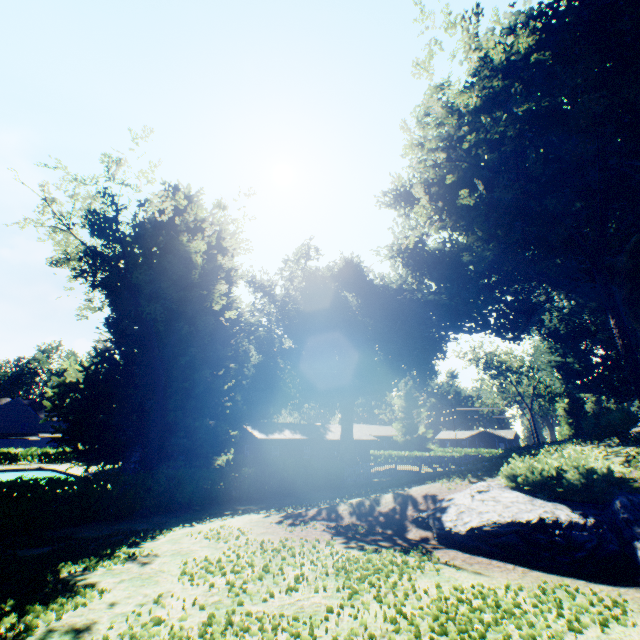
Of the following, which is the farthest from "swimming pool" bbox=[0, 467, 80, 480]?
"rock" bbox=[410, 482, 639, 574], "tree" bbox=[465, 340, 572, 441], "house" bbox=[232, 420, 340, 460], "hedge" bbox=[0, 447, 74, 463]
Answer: "rock" bbox=[410, 482, 639, 574]

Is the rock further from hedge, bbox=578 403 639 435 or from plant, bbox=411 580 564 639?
hedge, bbox=578 403 639 435

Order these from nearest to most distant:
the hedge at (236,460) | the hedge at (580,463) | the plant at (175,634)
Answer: the plant at (175,634) < the hedge at (580,463) < the hedge at (236,460)

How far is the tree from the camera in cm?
5053

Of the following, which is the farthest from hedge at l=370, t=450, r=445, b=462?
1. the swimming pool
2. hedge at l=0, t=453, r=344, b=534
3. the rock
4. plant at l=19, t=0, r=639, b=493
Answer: the rock

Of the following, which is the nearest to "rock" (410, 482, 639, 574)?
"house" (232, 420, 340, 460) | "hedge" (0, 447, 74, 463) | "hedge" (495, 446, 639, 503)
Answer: "hedge" (495, 446, 639, 503)

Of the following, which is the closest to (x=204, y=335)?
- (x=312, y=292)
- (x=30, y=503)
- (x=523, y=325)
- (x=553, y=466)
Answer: (x=30, y=503)

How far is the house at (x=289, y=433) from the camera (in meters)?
40.03
